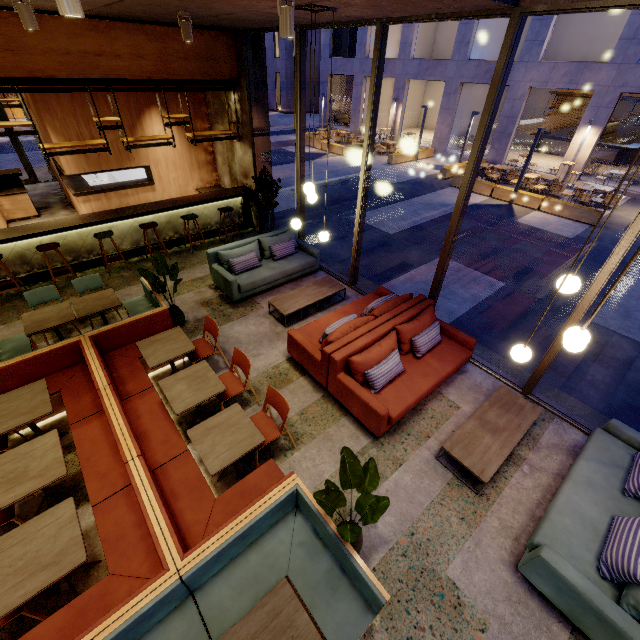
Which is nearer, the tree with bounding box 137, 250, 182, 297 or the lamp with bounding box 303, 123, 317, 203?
the lamp with bounding box 303, 123, 317, 203

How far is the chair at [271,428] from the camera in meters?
3.9 m

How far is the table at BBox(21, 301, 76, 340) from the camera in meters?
4.8 m

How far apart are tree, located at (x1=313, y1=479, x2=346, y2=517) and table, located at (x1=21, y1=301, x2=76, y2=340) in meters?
4.5 m

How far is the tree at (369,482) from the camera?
2.6m

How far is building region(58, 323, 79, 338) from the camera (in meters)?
5.87

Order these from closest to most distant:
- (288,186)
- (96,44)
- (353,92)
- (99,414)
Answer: (99,414), (96,44), (288,186), (353,92)

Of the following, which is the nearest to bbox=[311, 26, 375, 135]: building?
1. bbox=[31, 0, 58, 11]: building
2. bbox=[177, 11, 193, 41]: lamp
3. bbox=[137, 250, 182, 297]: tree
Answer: bbox=[31, 0, 58, 11]: building
